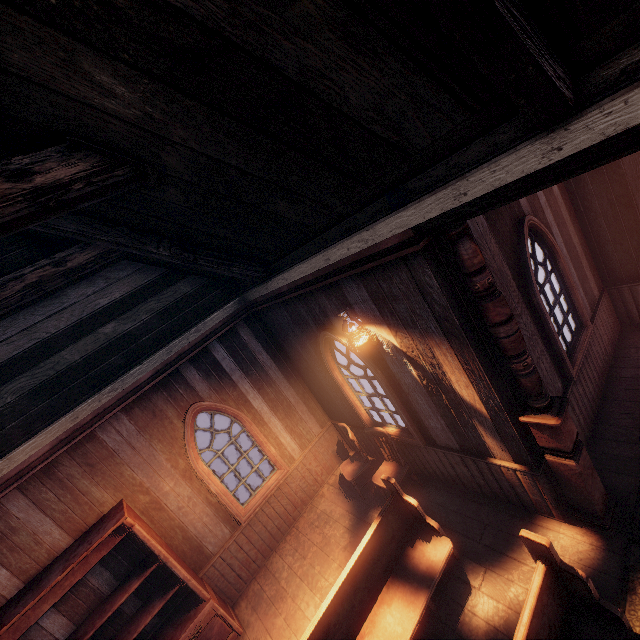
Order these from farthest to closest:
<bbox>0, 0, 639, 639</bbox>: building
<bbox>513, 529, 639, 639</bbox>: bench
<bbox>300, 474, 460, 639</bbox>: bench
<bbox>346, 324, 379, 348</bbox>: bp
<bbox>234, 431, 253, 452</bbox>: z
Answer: <bbox>234, 431, 253, 452</bbox>: z, <bbox>346, 324, 379, 348</bbox>: bp, <bbox>300, 474, 460, 639</bbox>: bench, <bbox>513, 529, 639, 639</bbox>: bench, <bbox>0, 0, 639, 639</bbox>: building

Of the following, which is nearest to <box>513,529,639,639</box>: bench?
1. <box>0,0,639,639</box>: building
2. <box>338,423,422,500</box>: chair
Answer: <box>0,0,639,639</box>: building

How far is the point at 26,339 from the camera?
4.4m

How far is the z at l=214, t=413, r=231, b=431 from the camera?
14.3 meters

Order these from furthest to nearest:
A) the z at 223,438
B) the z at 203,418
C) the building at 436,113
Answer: the z at 203,418 → the z at 223,438 → the building at 436,113

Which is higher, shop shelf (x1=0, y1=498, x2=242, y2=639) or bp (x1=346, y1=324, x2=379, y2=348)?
bp (x1=346, y1=324, x2=379, y2=348)

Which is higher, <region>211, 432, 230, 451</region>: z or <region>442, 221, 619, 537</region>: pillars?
<region>442, 221, 619, 537</region>: pillars

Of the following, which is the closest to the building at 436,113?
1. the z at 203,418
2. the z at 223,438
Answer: the z at 203,418
